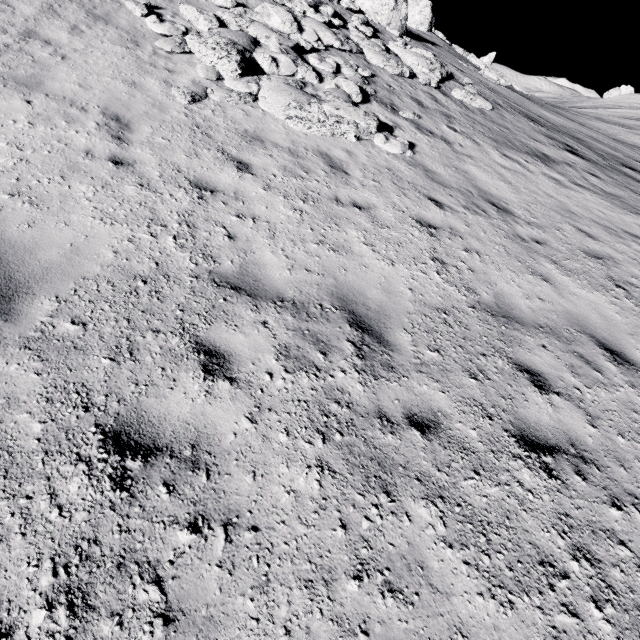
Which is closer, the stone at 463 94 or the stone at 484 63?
the stone at 463 94

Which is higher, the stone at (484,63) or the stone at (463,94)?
the stone at (484,63)

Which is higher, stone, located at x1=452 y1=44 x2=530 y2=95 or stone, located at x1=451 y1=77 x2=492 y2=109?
stone, located at x1=452 y1=44 x2=530 y2=95

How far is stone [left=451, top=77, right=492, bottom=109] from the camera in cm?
1338

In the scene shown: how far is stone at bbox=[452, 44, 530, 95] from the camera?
22.1m

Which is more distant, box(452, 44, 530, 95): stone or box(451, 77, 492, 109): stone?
box(452, 44, 530, 95): stone

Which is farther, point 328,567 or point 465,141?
point 465,141
